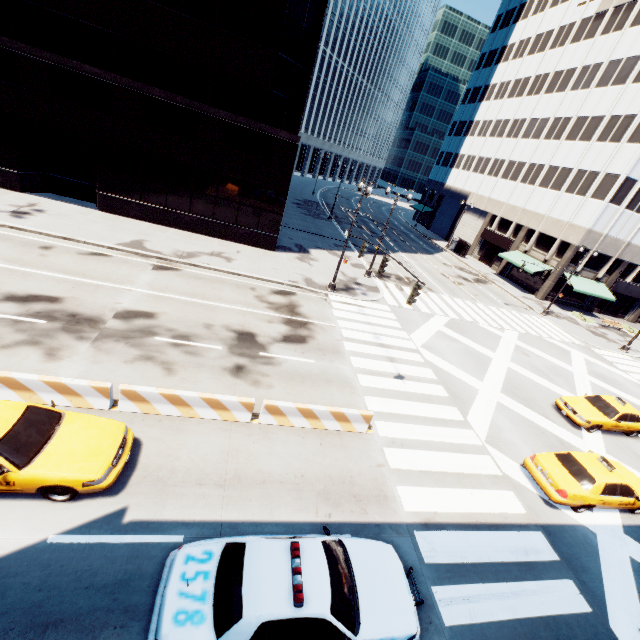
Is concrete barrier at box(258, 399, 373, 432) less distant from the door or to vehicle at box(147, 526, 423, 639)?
vehicle at box(147, 526, 423, 639)

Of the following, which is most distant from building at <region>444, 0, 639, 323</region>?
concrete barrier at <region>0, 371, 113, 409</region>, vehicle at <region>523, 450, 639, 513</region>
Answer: concrete barrier at <region>0, 371, 113, 409</region>

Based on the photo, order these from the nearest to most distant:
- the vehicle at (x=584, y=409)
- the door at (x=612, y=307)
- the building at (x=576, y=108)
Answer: the vehicle at (x=584, y=409) → the building at (x=576, y=108) → the door at (x=612, y=307)

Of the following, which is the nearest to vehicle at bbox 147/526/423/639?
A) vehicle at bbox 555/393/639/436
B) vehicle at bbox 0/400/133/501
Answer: vehicle at bbox 0/400/133/501

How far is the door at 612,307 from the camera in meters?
41.7

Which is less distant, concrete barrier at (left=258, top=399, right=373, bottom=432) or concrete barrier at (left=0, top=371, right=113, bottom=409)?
concrete barrier at (left=0, top=371, right=113, bottom=409)

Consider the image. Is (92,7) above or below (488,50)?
below

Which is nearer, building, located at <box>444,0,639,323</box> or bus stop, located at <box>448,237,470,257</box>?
building, located at <box>444,0,639,323</box>
